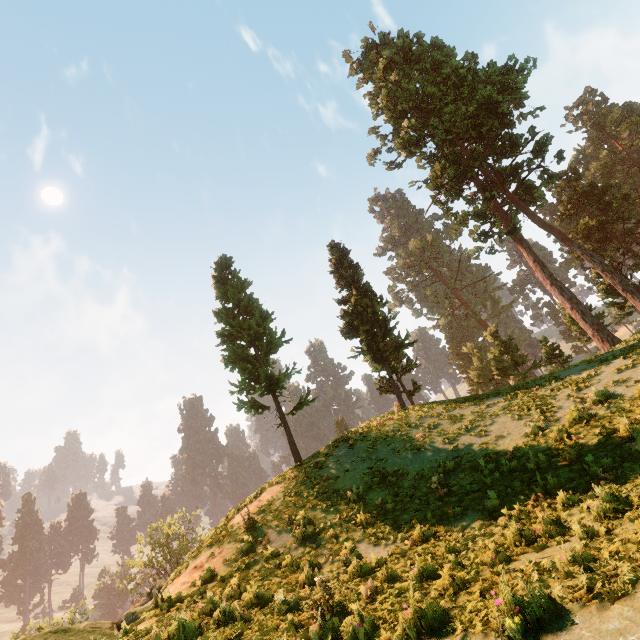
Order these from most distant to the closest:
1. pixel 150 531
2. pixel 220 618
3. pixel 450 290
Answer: pixel 450 290, pixel 150 531, pixel 220 618

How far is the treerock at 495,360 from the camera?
26.65m

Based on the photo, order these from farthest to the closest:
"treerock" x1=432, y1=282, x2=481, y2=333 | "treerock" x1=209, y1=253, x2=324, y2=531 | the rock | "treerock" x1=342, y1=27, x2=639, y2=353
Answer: "treerock" x1=432, y1=282, x2=481, y2=333
"treerock" x1=342, y1=27, x2=639, y2=353
"treerock" x1=209, y1=253, x2=324, y2=531
the rock

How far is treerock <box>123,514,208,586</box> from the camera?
39.4m

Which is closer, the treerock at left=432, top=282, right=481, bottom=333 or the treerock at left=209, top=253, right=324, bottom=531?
the treerock at left=209, top=253, right=324, bottom=531

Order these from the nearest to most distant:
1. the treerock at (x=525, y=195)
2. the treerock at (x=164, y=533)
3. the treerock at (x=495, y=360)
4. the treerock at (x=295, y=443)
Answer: the treerock at (x=295, y=443) → the treerock at (x=525, y=195) → the treerock at (x=495, y=360) → the treerock at (x=164, y=533)
